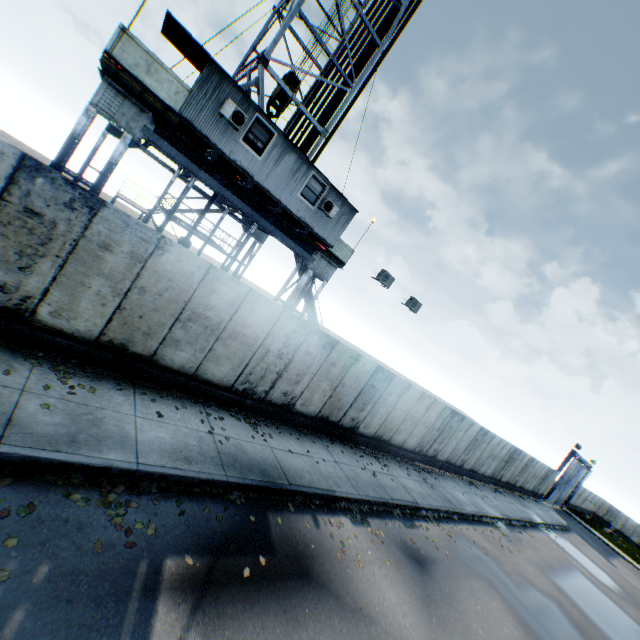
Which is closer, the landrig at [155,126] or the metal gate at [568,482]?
the landrig at [155,126]

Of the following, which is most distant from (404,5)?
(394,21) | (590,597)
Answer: (590,597)

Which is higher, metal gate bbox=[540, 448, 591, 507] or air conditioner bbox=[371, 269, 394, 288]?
air conditioner bbox=[371, 269, 394, 288]

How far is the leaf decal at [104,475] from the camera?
4.9m

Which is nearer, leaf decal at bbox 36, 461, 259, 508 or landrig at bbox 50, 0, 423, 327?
leaf decal at bbox 36, 461, 259, 508

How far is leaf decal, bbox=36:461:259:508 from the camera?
4.9m

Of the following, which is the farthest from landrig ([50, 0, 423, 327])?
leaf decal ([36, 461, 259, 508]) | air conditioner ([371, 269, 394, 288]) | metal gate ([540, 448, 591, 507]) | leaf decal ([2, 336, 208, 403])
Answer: metal gate ([540, 448, 591, 507])

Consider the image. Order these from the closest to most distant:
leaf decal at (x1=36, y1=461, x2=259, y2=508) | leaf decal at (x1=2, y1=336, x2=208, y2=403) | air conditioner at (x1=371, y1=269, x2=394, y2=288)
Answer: leaf decal at (x1=36, y1=461, x2=259, y2=508) < leaf decal at (x1=2, y1=336, x2=208, y2=403) < air conditioner at (x1=371, y1=269, x2=394, y2=288)
